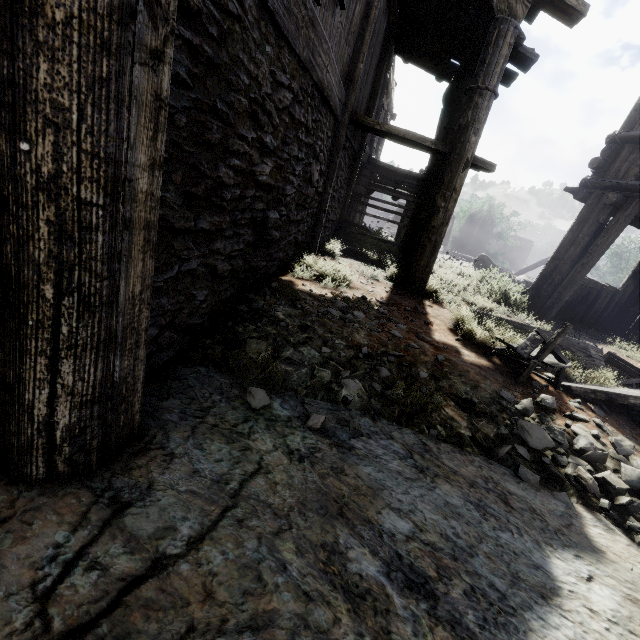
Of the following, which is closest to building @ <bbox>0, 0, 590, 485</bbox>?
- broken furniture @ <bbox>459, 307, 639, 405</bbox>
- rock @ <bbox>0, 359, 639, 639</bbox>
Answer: rock @ <bbox>0, 359, 639, 639</bbox>

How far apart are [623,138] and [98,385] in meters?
9.3 m

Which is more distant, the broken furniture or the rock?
the broken furniture

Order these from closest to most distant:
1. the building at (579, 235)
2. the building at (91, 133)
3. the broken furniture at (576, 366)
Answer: the building at (91, 133) → the broken furniture at (576, 366) → the building at (579, 235)

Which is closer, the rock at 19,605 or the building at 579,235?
the rock at 19,605

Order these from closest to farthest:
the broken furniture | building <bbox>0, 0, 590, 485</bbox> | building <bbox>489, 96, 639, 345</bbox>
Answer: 1. building <bbox>0, 0, 590, 485</bbox>
2. the broken furniture
3. building <bbox>489, 96, 639, 345</bbox>

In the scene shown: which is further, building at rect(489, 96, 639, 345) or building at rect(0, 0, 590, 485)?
building at rect(489, 96, 639, 345)
